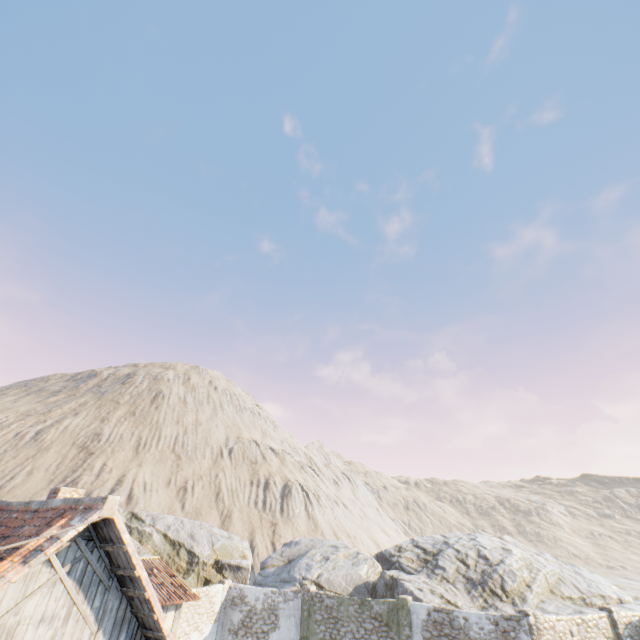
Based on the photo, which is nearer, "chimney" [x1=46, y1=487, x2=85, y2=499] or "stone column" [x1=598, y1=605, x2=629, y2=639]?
"chimney" [x1=46, y1=487, x2=85, y2=499]

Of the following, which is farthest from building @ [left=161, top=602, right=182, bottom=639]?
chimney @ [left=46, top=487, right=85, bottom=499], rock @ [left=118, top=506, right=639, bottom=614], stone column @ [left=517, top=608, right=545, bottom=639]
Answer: stone column @ [left=517, top=608, right=545, bottom=639]

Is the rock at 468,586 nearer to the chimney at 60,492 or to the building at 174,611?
the building at 174,611

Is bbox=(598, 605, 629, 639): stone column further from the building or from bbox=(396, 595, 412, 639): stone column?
the building

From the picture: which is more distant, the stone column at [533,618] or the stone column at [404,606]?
A: the stone column at [404,606]

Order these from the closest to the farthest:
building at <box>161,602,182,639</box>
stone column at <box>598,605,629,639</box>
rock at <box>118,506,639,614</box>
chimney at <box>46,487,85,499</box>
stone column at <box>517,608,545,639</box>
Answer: chimney at <box>46,487,85,499</box>
stone column at <box>517,608,545,639</box>
building at <box>161,602,182,639</box>
stone column at <box>598,605,629,639</box>
rock at <box>118,506,639,614</box>

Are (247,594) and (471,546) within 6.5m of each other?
no

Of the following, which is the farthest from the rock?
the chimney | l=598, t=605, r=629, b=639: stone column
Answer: the chimney
